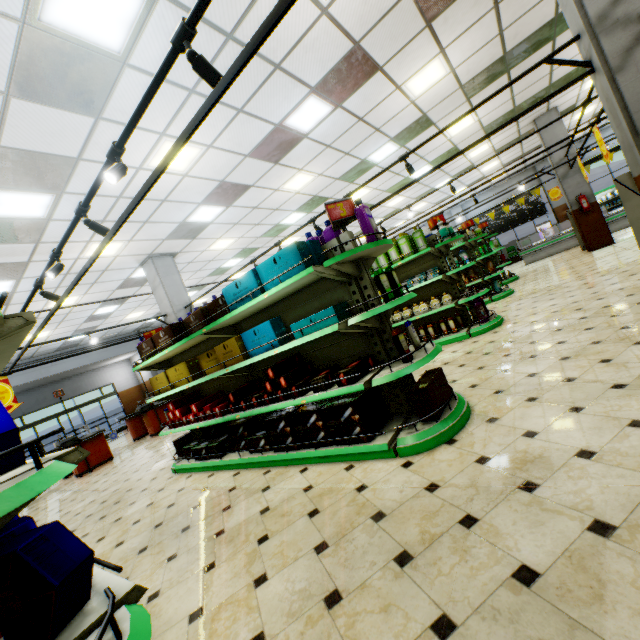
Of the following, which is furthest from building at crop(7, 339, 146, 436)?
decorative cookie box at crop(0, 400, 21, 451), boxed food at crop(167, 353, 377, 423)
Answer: decorative cookie box at crop(0, 400, 21, 451)

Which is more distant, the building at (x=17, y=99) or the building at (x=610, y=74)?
the building at (x=610, y=74)

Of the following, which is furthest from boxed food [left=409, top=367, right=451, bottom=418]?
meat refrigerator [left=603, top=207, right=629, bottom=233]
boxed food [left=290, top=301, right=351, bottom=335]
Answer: meat refrigerator [left=603, top=207, right=629, bottom=233]

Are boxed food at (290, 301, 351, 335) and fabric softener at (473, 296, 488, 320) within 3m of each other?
no

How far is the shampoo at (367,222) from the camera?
3.3 meters

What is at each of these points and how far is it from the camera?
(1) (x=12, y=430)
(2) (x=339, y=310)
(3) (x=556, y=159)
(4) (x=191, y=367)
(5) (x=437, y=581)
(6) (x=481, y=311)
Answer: (1) decorative cookie box, 1.5 meters
(2) boxed food, 3.3 meters
(3) building, 11.0 meters
(4) boxed food, 4.7 meters
(5) building, 1.6 meters
(6) fabric softener, 6.3 meters

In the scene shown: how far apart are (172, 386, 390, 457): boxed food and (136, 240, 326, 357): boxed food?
1.4m

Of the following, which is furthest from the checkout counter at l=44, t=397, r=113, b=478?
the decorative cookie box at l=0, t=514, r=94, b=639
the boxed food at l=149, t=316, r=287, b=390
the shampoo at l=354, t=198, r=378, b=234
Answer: the shampoo at l=354, t=198, r=378, b=234
